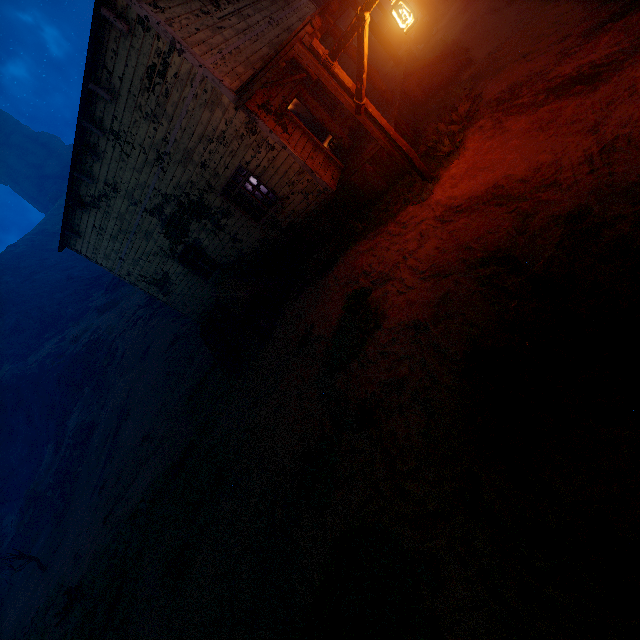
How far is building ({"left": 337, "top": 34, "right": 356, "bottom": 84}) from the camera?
8.6m

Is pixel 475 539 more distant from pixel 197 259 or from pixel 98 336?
pixel 98 336

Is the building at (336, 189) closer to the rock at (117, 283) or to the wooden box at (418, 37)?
the wooden box at (418, 37)

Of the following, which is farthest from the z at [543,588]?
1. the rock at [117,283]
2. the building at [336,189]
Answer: the rock at [117,283]

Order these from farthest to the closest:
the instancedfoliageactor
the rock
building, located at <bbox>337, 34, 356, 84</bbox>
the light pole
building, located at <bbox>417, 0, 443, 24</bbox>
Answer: the rock, building, located at <bbox>417, 0, 443, 24</bbox>, the instancedfoliageactor, building, located at <bbox>337, 34, 356, 84</bbox>, the light pole

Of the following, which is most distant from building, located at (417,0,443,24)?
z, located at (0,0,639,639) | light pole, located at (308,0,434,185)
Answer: light pole, located at (308,0,434,185)

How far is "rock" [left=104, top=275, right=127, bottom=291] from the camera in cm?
3652

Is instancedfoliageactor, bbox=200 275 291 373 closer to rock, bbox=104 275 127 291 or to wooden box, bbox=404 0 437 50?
wooden box, bbox=404 0 437 50
